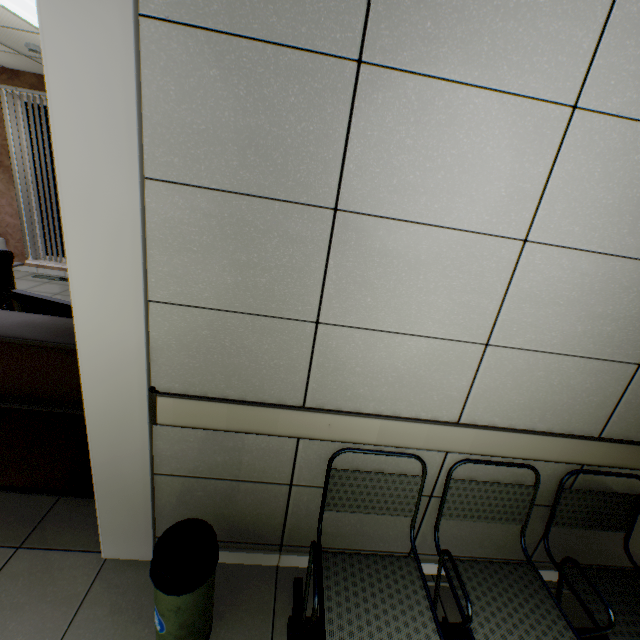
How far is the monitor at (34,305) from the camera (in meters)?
2.22

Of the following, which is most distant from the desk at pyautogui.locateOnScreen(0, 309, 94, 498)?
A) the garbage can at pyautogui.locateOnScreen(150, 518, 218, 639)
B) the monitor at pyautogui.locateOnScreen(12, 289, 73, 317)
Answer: the garbage can at pyautogui.locateOnScreen(150, 518, 218, 639)

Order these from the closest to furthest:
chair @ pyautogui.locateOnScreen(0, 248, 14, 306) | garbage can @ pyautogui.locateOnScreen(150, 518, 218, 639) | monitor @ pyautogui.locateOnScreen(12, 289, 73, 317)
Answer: garbage can @ pyautogui.locateOnScreen(150, 518, 218, 639) < monitor @ pyautogui.locateOnScreen(12, 289, 73, 317) < chair @ pyautogui.locateOnScreen(0, 248, 14, 306)

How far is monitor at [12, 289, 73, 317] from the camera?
2.2m

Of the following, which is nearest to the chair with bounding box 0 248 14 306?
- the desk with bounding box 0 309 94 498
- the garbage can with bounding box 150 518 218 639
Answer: the desk with bounding box 0 309 94 498

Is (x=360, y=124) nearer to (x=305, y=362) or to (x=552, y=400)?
(x=305, y=362)

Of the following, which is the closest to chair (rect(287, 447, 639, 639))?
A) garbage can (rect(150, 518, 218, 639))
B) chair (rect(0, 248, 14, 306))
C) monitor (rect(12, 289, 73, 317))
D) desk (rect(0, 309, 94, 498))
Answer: garbage can (rect(150, 518, 218, 639))

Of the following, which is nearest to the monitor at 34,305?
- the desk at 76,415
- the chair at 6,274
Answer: the desk at 76,415
